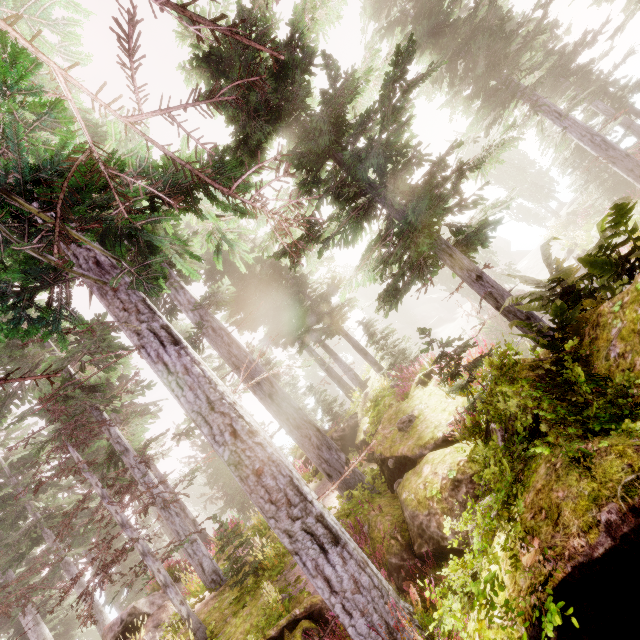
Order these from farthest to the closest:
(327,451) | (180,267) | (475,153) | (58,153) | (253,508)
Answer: (475,153) < (253,508) < (327,451) < (180,267) < (58,153)

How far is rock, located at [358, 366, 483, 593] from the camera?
4.8 meters

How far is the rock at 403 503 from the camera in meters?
4.8

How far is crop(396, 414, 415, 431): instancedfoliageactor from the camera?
7.6 meters

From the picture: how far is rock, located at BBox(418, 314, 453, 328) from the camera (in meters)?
48.22

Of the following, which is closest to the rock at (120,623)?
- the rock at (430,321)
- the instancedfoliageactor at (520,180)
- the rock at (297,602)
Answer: the instancedfoliageactor at (520,180)

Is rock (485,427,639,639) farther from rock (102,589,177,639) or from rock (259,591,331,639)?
rock (102,589,177,639)
